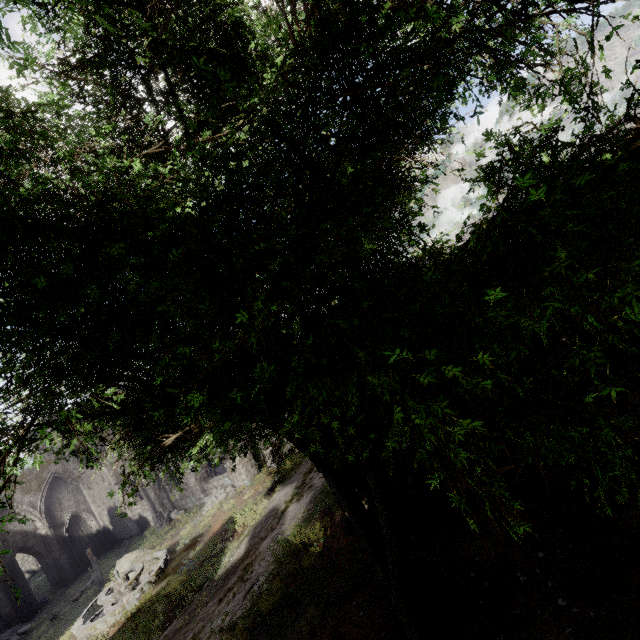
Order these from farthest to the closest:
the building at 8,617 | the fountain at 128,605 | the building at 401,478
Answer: the building at 8,617 → the fountain at 128,605 → the building at 401,478

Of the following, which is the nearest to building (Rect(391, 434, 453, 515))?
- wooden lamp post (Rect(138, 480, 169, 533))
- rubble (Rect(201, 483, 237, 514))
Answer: rubble (Rect(201, 483, 237, 514))

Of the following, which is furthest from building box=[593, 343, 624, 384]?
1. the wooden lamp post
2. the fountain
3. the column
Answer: the fountain

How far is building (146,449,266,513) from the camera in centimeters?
2081cm

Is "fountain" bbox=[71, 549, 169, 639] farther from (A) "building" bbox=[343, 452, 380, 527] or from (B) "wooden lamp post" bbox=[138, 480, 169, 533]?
(A) "building" bbox=[343, 452, 380, 527]

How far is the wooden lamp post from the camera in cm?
2266

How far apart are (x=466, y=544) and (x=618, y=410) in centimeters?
476cm

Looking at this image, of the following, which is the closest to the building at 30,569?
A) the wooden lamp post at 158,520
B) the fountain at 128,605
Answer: the wooden lamp post at 158,520
